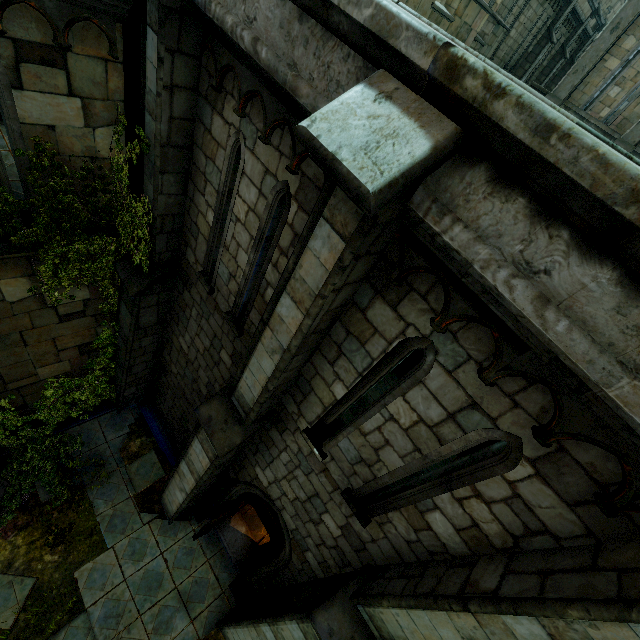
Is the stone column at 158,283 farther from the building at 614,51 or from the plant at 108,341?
the building at 614,51

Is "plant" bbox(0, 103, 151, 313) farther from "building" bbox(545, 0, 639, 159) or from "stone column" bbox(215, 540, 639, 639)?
"building" bbox(545, 0, 639, 159)

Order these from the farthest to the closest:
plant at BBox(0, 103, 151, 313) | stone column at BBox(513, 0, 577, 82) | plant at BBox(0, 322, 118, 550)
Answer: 1. stone column at BBox(513, 0, 577, 82)
2. plant at BBox(0, 322, 118, 550)
3. plant at BBox(0, 103, 151, 313)

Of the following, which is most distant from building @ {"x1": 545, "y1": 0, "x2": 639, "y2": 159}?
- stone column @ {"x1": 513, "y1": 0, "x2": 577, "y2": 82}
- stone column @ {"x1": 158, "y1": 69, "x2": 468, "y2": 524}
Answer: stone column @ {"x1": 158, "y1": 69, "x2": 468, "y2": 524}

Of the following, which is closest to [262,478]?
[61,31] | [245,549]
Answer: [245,549]

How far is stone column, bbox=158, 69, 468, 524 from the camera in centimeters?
186cm

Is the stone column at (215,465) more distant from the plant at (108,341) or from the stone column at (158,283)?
the stone column at (158,283)

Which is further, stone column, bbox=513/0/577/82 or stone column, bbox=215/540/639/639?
stone column, bbox=513/0/577/82
